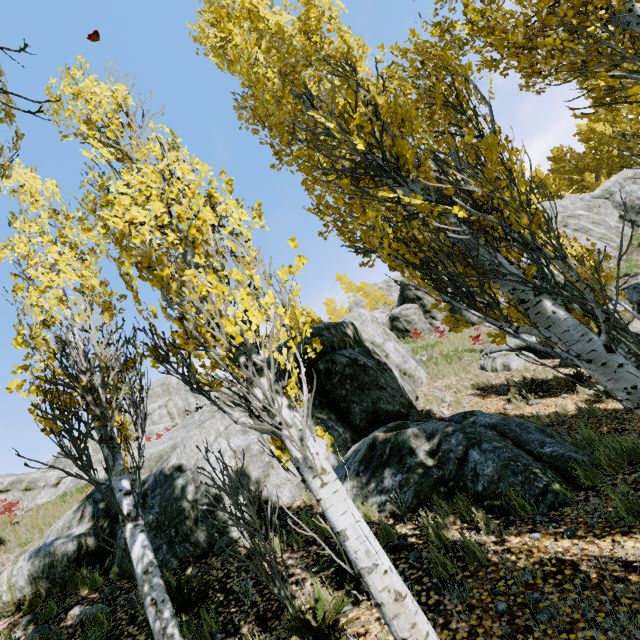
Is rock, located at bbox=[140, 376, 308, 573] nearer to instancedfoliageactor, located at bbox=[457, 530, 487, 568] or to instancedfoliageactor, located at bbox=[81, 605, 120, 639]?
instancedfoliageactor, located at bbox=[81, 605, 120, 639]

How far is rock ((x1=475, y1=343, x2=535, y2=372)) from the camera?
11.9 meters

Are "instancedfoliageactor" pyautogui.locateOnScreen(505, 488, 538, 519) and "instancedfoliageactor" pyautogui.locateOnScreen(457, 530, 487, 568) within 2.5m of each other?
yes

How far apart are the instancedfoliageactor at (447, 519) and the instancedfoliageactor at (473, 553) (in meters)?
0.41

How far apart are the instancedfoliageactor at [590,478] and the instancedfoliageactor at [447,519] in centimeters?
212cm

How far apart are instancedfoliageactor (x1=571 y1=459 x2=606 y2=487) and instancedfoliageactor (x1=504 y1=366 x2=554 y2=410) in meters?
4.4

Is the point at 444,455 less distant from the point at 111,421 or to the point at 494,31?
the point at 111,421

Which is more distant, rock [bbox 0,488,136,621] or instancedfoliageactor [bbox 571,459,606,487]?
rock [bbox 0,488,136,621]
